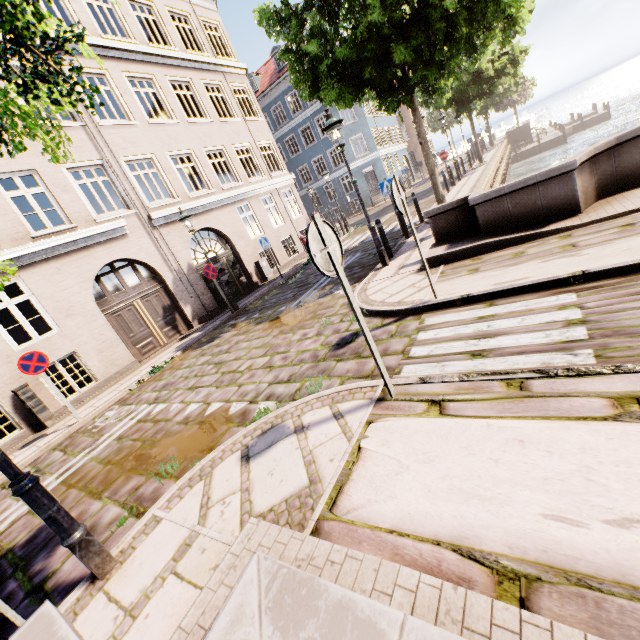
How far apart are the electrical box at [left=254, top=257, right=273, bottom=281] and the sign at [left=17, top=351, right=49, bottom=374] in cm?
952

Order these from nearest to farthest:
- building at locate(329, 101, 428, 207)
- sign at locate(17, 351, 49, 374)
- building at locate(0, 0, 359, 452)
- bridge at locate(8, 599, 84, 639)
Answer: bridge at locate(8, 599, 84, 639) → sign at locate(17, 351, 49, 374) → building at locate(0, 0, 359, 452) → building at locate(329, 101, 428, 207)

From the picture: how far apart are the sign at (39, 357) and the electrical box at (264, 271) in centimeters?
952cm

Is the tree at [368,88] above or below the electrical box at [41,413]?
above

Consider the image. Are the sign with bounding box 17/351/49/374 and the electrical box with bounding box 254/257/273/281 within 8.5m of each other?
no

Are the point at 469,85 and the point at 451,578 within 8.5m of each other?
no

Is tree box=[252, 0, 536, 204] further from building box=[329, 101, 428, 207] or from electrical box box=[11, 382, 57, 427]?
electrical box box=[11, 382, 57, 427]

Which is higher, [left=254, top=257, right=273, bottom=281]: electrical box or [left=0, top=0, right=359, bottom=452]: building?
[left=0, top=0, right=359, bottom=452]: building
